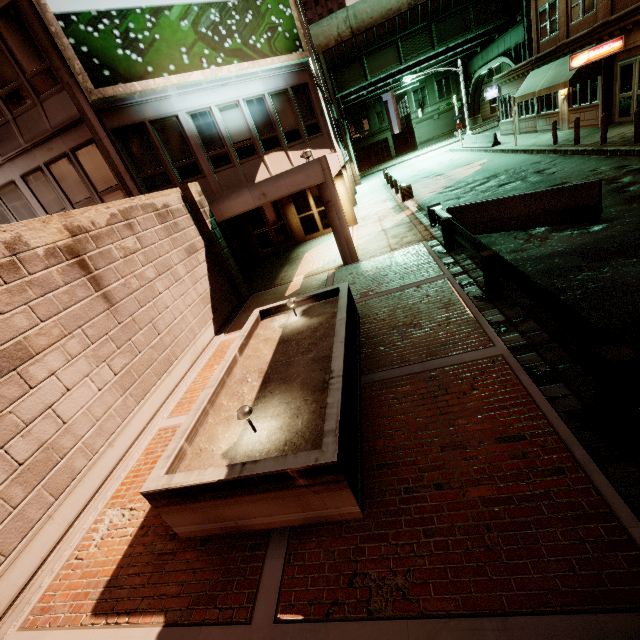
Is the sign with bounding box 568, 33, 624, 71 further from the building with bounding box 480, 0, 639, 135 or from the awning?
the awning

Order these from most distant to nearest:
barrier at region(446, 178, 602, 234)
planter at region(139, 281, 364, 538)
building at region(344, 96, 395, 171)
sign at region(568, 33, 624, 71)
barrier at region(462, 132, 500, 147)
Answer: building at region(344, 96, 395, 171)
barrier at region(462, 132, 500, 147)
sign at region(568, 33, 624, 71)
barrier at region(446, 178, 602, 234)
planter at region(139, 281, 364, 538)

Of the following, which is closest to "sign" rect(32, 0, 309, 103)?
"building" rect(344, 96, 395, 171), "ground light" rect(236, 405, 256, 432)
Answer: "ground light" rect(236, 405, 256, 432)

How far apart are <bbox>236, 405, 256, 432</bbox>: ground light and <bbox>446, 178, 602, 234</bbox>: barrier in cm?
941

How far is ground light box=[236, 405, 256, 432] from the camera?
4.2 meters

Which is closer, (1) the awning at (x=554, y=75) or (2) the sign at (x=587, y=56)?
(2) the sign at (x=587, y=56)

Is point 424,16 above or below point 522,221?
above

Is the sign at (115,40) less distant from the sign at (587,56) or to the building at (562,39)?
the sign at (587,56)
